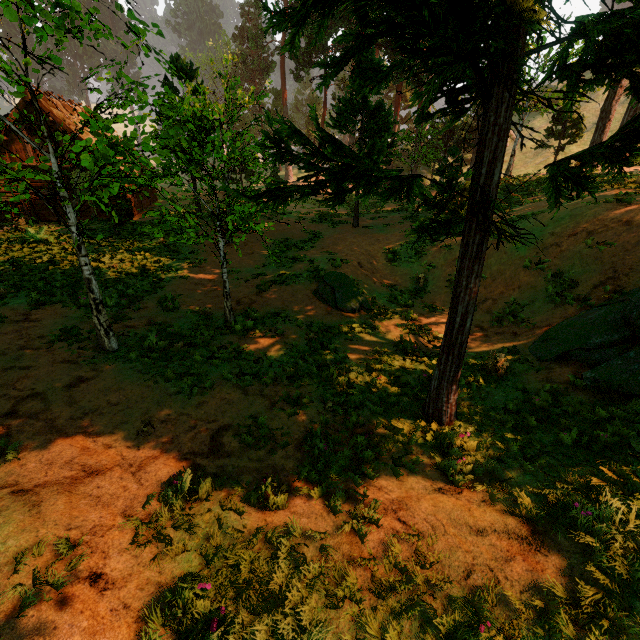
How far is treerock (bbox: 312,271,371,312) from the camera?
11.3 meters

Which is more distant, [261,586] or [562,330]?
[562,330]

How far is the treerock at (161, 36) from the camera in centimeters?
493cm

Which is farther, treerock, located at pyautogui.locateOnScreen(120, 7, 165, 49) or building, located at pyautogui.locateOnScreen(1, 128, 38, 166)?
building, located at pyautogui.locateOnScreen(1, 128, 38, 166)

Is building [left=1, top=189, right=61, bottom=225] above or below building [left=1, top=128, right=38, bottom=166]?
below

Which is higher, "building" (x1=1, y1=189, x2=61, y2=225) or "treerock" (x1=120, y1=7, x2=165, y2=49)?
"treerock" (x1=120, y1=7, x2=165, y2=49)

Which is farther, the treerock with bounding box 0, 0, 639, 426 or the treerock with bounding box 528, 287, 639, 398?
the treerock with bounding box 528, 287, 639, 398

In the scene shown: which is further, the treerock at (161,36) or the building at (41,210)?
the building at (41,210)
